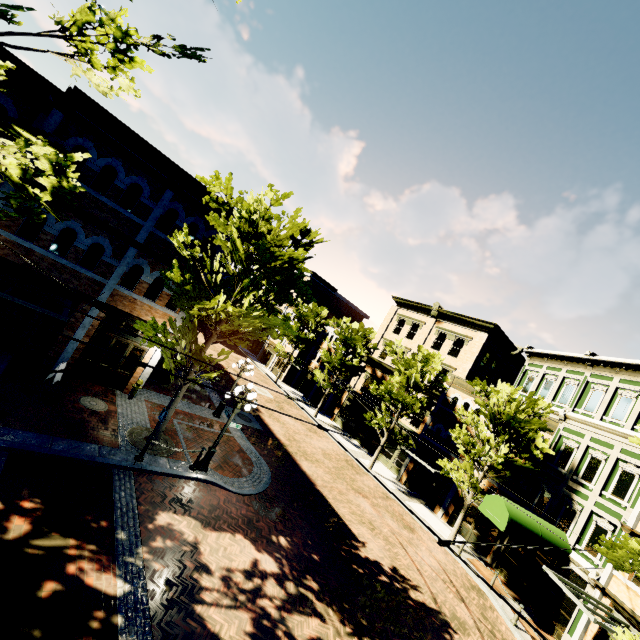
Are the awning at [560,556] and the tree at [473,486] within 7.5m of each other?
yes

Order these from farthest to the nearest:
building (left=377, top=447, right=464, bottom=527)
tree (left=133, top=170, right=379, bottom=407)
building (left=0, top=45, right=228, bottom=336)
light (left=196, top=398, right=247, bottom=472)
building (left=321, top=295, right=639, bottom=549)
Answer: building (left=377, top=447, right=464, bottom=527) < building (left=321, top=295, right=639, bottom=549) < light (left=196, top=398, right=247, bottom=472) < building (left=0, top=45, right=228, bottom=336) < tree (left=133, top=170, right=379, bottom=407)

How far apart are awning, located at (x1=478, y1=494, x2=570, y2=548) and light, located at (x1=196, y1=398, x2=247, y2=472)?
13.35m

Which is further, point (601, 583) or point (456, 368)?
point (456, 368)

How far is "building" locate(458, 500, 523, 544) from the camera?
19.5m

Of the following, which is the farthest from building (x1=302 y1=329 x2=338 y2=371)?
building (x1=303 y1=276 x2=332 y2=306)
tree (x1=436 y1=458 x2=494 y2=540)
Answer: tree (x1=436 y1=458 x2=494 y2=540)

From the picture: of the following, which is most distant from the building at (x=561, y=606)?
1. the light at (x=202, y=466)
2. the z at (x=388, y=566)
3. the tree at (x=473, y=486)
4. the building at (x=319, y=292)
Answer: the light at (x=202, y=466)

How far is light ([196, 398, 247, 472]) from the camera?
11.98m
